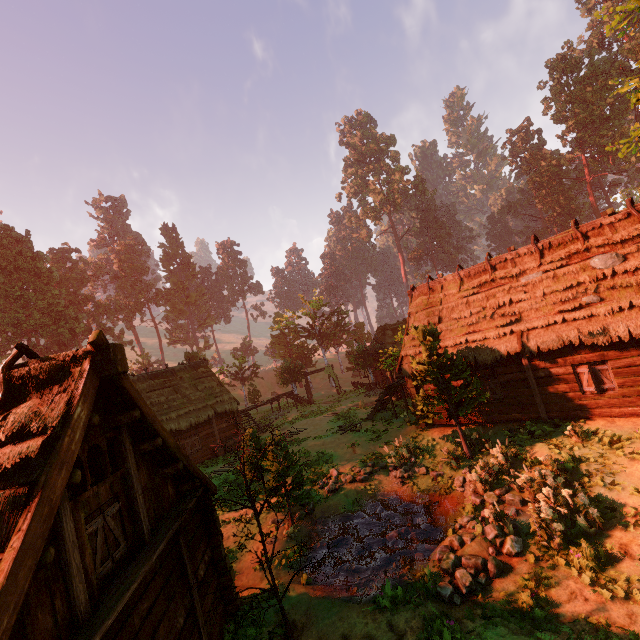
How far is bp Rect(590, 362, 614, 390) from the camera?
12.4 meters

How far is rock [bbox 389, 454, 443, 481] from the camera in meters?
14.1

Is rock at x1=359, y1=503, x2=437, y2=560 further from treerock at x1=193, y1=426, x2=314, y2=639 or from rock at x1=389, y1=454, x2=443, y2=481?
treerock at x1=193, y1=426, x2=314, y2=639

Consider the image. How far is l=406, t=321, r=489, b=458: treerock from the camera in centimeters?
1359cm

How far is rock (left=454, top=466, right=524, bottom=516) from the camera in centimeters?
1046cm

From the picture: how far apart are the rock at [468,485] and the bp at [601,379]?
4.9m

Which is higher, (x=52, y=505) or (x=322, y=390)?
(x=52, y=505)

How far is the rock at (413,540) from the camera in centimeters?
1066cm
